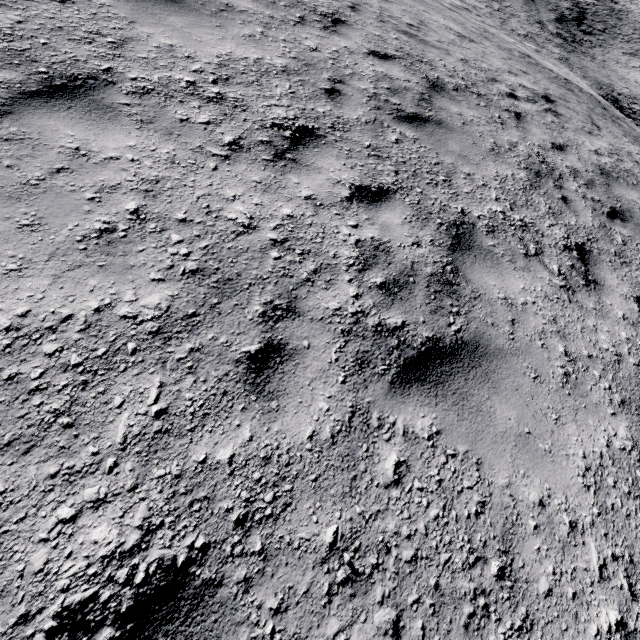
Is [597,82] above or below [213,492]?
below
